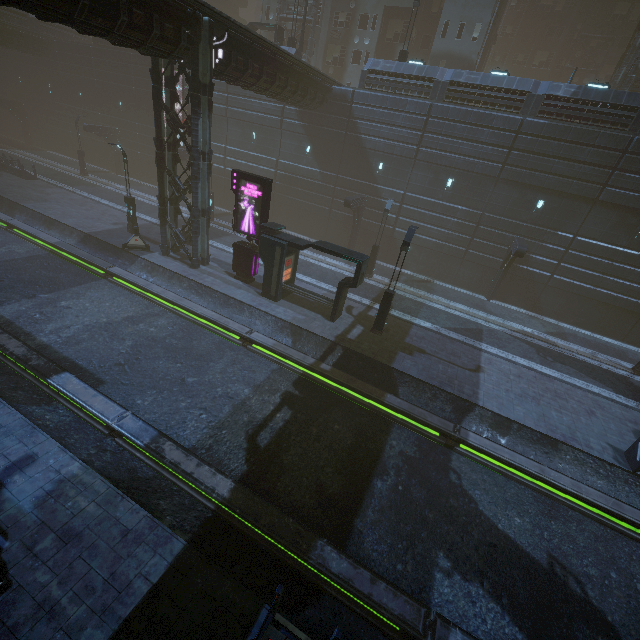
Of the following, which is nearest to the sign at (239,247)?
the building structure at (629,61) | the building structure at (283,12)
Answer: the building structure at (283,12)

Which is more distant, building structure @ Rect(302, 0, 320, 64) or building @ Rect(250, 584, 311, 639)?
building structure @ Rect(302, 0, 320, 64)

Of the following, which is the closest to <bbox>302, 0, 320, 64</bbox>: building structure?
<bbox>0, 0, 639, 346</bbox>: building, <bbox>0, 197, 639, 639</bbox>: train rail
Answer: <bbox>0, 0, 639, 346</bbox>: building

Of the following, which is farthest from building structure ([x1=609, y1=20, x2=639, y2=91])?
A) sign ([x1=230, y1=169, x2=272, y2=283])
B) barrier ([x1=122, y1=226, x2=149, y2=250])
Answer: barrier ([x1=122, y1=226, x2=149, y2=250])

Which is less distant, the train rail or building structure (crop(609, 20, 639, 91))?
the train rail

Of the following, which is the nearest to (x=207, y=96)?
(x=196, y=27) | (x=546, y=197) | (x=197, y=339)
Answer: (x=196, y=27)

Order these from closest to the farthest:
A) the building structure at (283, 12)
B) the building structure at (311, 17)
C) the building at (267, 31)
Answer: the building at (267, 31)
the building structure at (311, 17)
the building structure at (283, 12)

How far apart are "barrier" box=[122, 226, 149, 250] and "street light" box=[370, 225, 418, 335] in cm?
1509
